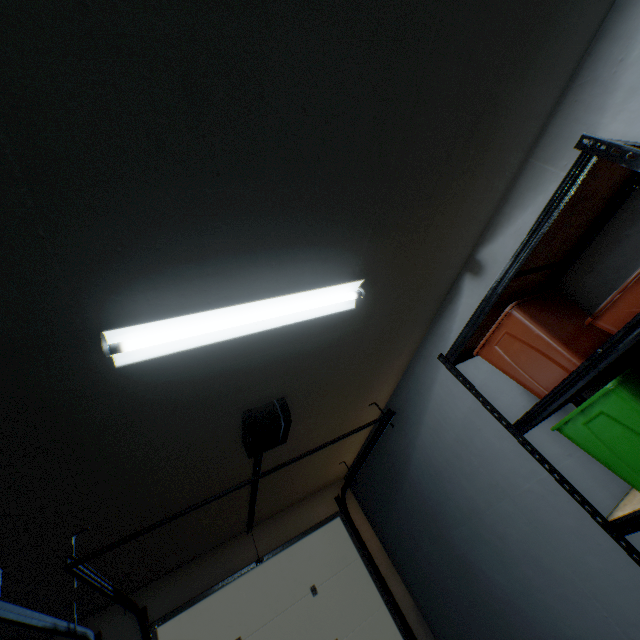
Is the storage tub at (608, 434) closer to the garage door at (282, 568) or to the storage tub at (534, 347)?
the storage tub at (534, 347)

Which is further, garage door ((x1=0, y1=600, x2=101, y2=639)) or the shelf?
garage door ((x1=0, y1=600, x2=101, y2=639))

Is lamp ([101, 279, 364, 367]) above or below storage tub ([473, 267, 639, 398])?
above

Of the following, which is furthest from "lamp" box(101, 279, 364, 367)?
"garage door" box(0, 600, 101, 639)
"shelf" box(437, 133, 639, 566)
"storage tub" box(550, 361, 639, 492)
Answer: "garage door" box(0, 600, 101, 639)

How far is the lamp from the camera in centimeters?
122cm

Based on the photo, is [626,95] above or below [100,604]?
below

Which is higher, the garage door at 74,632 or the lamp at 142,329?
the lamp at 142,329

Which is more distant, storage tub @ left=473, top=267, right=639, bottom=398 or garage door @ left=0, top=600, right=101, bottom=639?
garage door @ left=0, top=600, right=101, bottom=639
